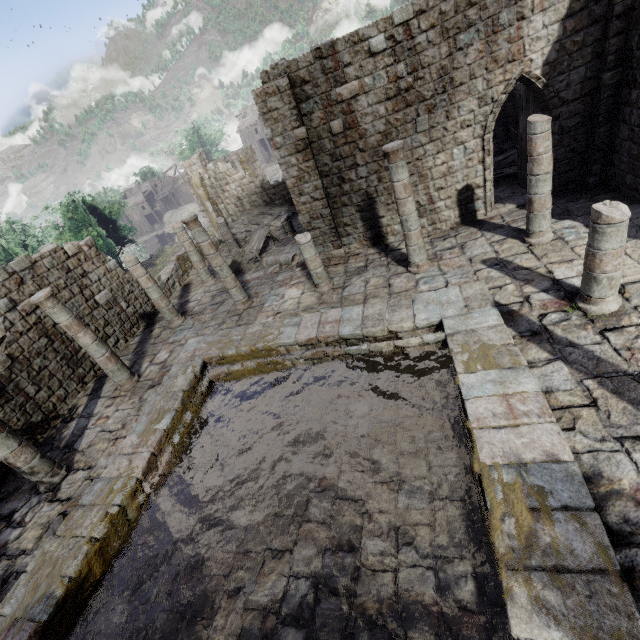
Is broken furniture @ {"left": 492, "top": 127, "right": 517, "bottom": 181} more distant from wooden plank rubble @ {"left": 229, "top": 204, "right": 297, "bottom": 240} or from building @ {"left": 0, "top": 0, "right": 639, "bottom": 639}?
wooden plank rubble @ {"left": 229, "top": 204, "right": 297, "bottom": 240}

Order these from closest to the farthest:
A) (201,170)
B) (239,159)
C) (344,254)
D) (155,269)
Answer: (344,254) < (201,170) < (239,159) < (155,269)

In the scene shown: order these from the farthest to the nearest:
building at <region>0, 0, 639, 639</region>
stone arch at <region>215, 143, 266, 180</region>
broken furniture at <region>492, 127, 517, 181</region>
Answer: stone arch at <region>215, 143, 266, 180</region>, broken furniture at <region>492, 127, 517, 181</region>, building at <region>0, 0, 639, 639</region>

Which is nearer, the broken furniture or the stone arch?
the broken furniture

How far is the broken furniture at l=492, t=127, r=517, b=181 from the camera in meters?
13.7

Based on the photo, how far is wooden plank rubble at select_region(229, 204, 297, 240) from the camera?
21.1 meters

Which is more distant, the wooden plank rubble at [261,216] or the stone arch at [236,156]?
the stone arch at [236,156]

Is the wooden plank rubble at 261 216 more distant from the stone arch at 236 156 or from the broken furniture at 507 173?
the broken furniture at 507 173
